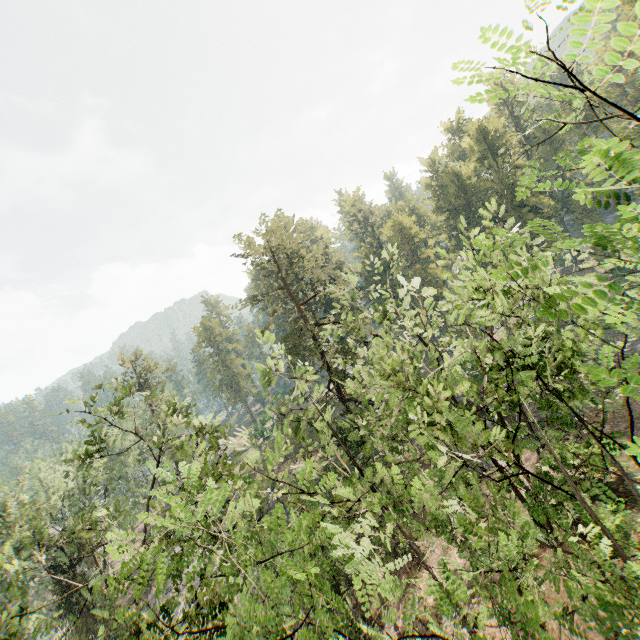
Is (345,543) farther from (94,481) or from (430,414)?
(94,481)

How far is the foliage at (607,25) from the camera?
2.10m

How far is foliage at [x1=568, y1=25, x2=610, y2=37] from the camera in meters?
2.1 m

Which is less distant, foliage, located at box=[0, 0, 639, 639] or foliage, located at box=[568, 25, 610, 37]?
foliage, located at box=[568, 25, 610, 37]

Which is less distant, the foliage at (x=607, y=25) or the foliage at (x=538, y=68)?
the foliage at (x=607, y=25)
